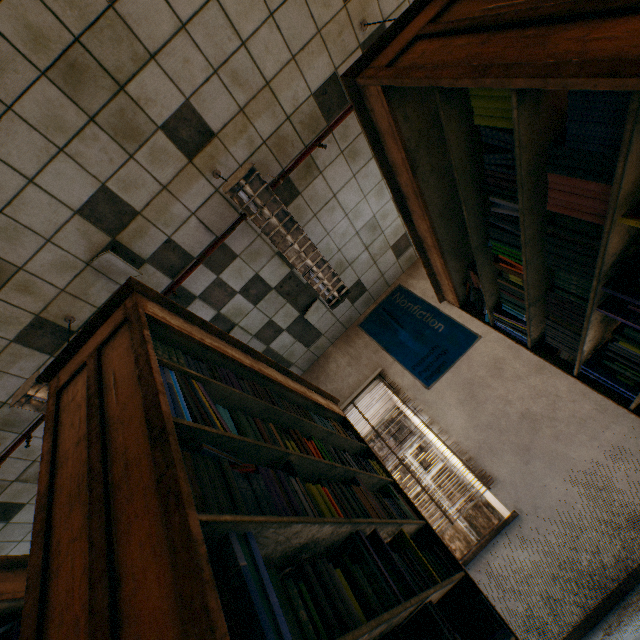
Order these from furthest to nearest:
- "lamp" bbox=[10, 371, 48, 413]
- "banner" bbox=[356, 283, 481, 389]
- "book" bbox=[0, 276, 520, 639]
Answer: "banner" bbox=[356, 283, 481, 389] < "lamp" bbox=[10, 371, 48, 413] < "book" bbox=[0, 276, 520, 639]

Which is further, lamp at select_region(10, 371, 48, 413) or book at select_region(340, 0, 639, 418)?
lamp at select_region(10, 371, 48, 413)

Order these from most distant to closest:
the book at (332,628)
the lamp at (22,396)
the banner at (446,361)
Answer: the banner at (446,361) → the lamp at (22,396) → the book at (332,628)

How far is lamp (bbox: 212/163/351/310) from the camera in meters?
2.2

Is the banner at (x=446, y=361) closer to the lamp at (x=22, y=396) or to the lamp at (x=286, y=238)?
the lamp at (x=286, y=238)

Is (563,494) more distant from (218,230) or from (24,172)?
(24,172)

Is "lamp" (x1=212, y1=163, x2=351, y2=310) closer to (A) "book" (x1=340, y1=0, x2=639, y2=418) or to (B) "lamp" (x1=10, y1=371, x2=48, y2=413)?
(A) "book" (x1=340, y1=0, x2=639, y2=418)

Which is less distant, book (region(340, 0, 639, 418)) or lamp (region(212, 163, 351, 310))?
book (region(340, 0, 639, 418))
